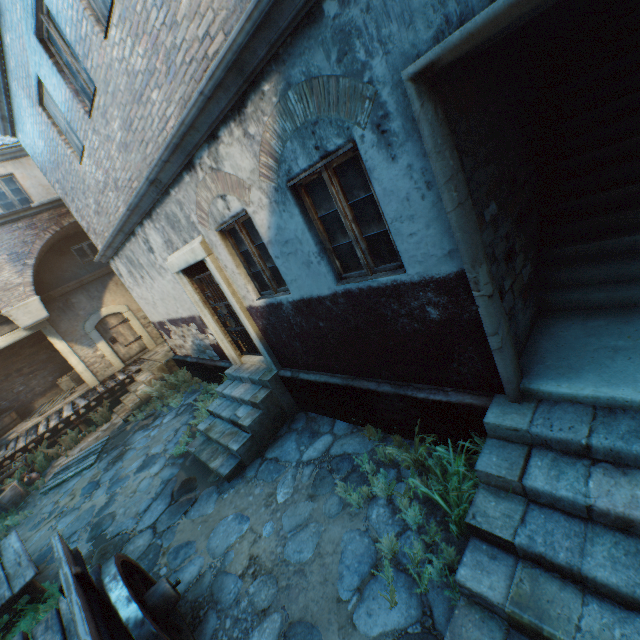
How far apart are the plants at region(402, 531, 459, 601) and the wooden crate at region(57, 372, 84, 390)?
15.2m

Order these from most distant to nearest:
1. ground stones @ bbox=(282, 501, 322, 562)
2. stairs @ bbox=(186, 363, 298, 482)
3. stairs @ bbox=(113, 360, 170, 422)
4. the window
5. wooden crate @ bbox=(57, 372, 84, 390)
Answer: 1. wooden crate @ bbox=(57, 372, 84, 390)
2. the window
3. stairs @ bbox=(113, 360, 170, 422)
4. stairs @ bbox=(186, 363, 298, 482)
5. ground stones @ bbox=(282, 501, 322, 562)

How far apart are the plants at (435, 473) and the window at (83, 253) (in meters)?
14.36

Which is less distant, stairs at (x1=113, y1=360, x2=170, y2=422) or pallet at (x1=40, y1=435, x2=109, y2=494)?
pallet at (x1=40, y1=435, x2=109, y2=494)

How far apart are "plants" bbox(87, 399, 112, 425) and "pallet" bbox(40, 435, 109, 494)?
1.35m

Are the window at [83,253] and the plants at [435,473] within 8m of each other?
no

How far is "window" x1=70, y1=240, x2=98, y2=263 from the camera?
13.2 meters

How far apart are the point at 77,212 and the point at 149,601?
10.3 meters
